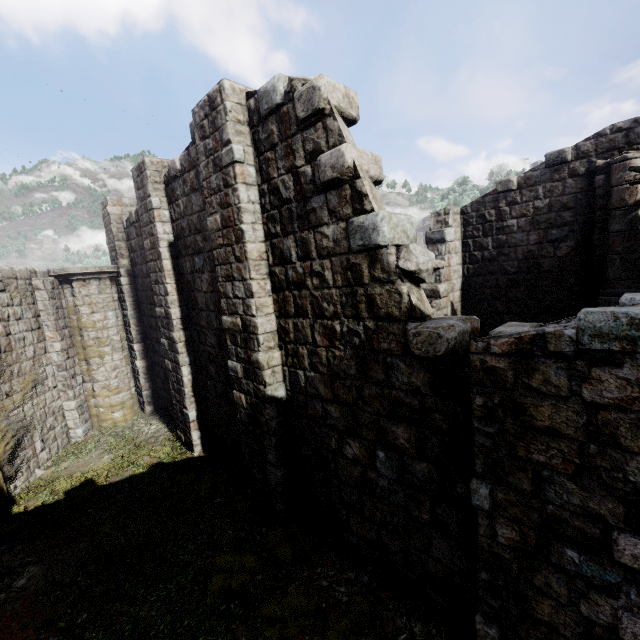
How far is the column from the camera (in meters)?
11.71

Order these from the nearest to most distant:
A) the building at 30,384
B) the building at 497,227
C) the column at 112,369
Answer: the building at 497,227
the building at 30,384
the column at 112,369

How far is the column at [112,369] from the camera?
11.7 meters

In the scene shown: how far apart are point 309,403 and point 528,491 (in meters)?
3.51

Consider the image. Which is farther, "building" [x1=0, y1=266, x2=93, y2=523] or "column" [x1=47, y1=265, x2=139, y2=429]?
"column" [x1=47, y1=265, x2=139, y2=429]

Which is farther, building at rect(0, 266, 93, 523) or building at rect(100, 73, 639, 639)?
building at rect(0, 266, 93, 523)

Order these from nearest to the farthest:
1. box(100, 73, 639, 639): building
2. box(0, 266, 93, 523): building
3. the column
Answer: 1. box(100, 73, 639, 639): building
2. box(0, 266, 93, 523): building
3. the column
